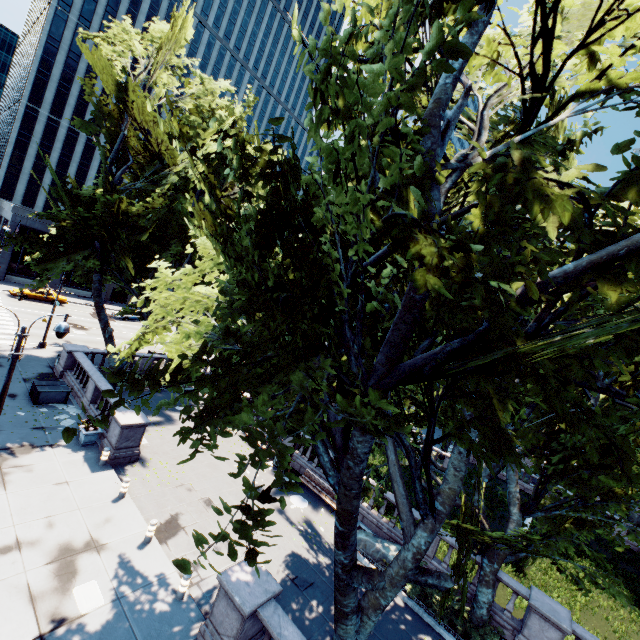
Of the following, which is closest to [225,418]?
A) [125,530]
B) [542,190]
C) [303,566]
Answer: [542,190]

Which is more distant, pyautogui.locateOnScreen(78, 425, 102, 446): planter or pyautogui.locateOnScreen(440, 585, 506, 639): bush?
pyautogui.locateOnScreen(78, 425, 102, 446): planter

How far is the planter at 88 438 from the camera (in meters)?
15.95

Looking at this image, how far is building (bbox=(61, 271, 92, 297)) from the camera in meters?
47.3

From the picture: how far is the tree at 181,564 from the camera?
4.4 meters

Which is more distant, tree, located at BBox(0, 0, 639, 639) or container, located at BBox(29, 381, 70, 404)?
container, located at BBox(29, 381, 70, 404)

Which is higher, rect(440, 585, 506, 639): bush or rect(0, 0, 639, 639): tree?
rect(0, 0, 639, 639): tree

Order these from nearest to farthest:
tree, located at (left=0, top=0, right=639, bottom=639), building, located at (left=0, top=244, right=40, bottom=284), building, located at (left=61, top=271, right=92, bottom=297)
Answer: tree, located at (left=0, top=0, right=639, bottom=639) → building, located at (left=0, top=244, right=40, bottom=284) → building, located at (left=61, top=271, right=92, bottom=297)
